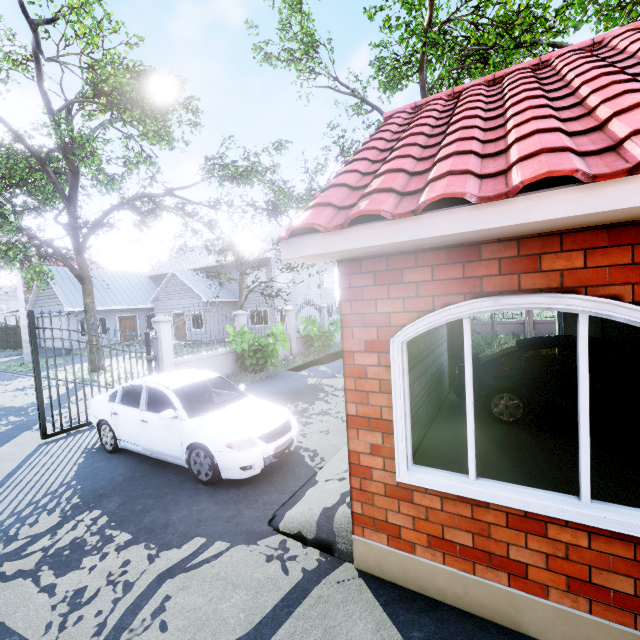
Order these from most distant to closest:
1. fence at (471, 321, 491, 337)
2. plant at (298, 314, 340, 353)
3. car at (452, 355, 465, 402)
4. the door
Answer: the door → fence at (471, 321, 491, 337) → plant at (298, 314, 340, 353) → car at (452, 355, 465, 402)

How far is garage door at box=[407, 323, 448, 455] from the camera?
4.9 meters

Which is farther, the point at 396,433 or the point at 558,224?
the point at 396,433

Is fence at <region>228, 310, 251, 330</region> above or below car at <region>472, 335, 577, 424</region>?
above

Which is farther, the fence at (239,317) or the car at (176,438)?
the fence at (239,317)

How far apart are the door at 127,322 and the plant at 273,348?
18.52m

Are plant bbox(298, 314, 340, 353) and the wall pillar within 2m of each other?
no

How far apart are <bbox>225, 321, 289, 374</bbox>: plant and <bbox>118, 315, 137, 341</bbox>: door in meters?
18.5
